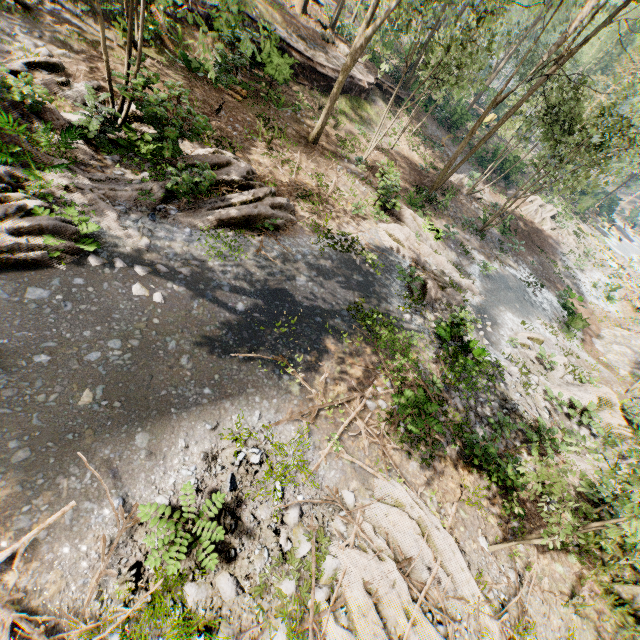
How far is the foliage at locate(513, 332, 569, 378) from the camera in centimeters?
1513cm

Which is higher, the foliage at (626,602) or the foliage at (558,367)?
the foliage at (626,602)

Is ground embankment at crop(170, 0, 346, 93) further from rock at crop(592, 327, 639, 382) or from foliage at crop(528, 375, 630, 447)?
rock at crop(592, 327, 639, 382)

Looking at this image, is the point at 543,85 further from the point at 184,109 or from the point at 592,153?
the point at 184,109

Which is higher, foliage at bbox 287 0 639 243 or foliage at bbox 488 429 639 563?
foliage at bbox 287 0 639 243

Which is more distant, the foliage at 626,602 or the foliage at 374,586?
the foliage at 626,602

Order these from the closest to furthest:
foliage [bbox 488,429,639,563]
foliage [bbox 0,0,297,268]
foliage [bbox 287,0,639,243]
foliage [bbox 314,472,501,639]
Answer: foliage [bbox 488,429,639,563], foliage [bbox 314,472,501,639], foliage [bbox 0,0,297,268], foliage [bbox 287,0,639,243]

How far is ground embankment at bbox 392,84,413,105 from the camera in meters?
27.8 m
